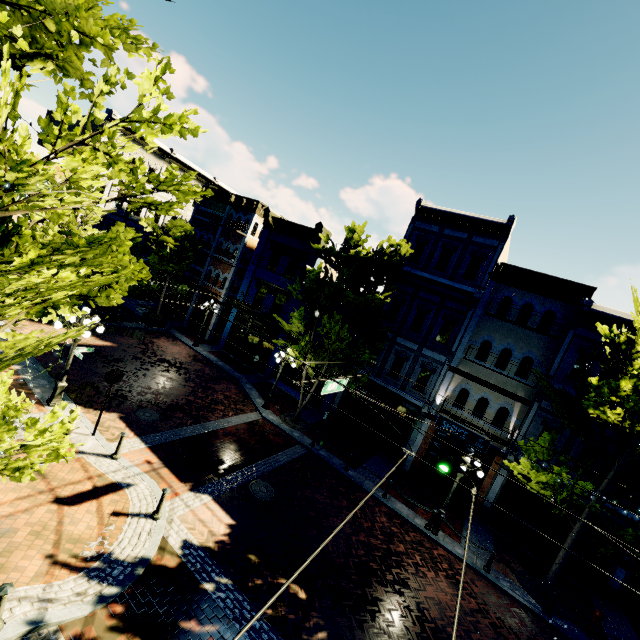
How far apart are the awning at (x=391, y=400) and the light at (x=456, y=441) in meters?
7.9 m

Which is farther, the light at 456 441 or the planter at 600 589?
the planter at 600 589

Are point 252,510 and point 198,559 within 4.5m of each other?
yes

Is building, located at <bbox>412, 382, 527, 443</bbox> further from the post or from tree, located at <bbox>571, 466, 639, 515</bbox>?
the post

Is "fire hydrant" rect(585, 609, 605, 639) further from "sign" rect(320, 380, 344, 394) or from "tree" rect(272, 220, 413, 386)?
"sign" rect(320, 380, 344, 394)

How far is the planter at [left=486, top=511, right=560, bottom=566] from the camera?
13.95m

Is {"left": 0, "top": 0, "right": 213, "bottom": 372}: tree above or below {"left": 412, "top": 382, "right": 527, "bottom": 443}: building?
above

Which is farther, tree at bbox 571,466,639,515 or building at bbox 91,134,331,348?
building at bbox 91,134,331,348
